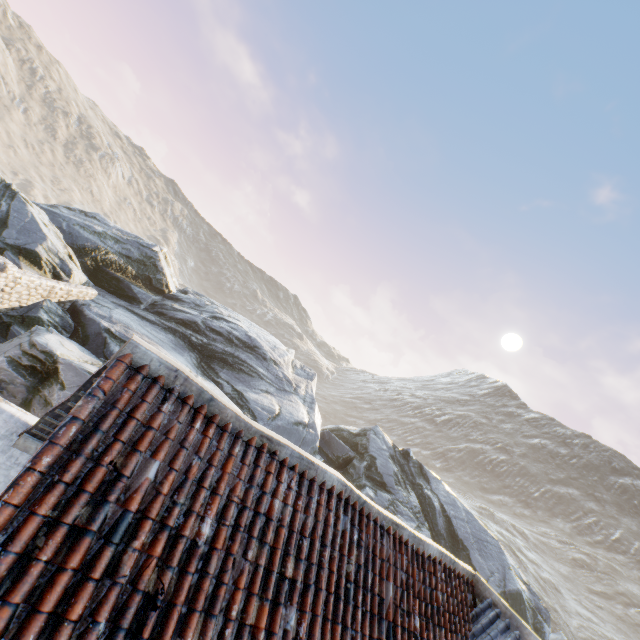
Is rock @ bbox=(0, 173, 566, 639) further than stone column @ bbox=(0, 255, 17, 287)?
Yes

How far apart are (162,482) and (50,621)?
1.01m

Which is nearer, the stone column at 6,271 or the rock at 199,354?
the stone column at 6,271
